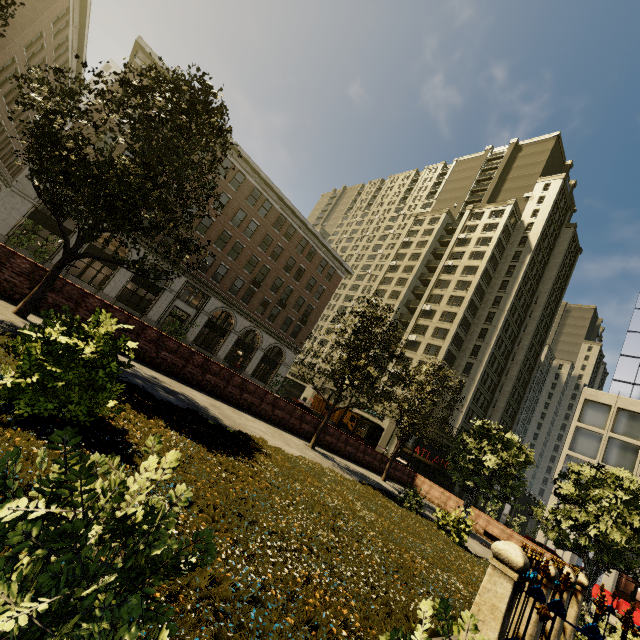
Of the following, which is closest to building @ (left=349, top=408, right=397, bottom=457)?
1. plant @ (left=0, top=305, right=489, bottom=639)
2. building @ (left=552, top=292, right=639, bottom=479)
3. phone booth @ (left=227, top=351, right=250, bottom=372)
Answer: phone booth @ (left=227, top=351, right=250, bottom=372)

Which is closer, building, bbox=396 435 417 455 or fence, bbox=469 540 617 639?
fence, bbox=469 540 617 639

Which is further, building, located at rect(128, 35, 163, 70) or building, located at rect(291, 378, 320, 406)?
building, located at rect(291, 378, 320, 406)

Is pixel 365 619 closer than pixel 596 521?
Yes

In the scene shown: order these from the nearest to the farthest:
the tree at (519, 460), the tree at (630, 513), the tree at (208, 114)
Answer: the tree at (208, 114) < the tree at (630, 513) < the tree at (519, 460)

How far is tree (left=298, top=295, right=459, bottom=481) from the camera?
14.6 meters

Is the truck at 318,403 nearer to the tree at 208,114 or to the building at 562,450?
the tree at 208,114

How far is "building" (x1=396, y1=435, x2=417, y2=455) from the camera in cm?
4049
